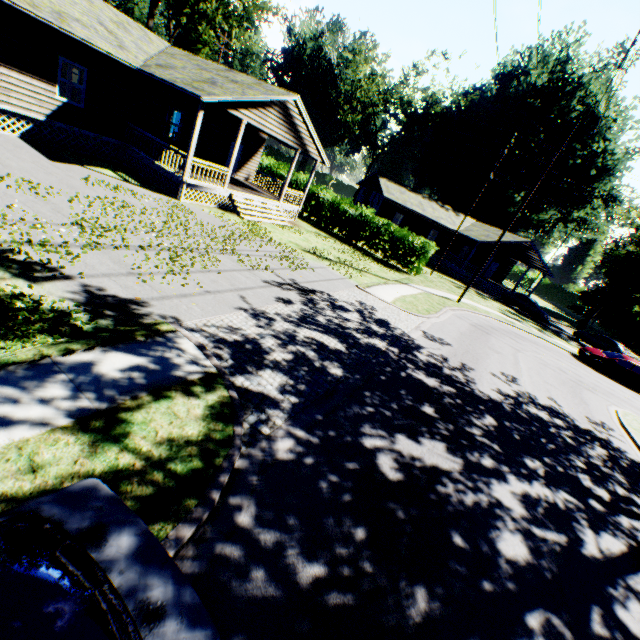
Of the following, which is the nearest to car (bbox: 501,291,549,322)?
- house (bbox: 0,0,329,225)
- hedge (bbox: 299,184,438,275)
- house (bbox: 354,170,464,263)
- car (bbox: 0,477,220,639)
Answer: house (bbox: 354,170,464,263)

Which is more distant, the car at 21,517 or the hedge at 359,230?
the hedge at 359,230

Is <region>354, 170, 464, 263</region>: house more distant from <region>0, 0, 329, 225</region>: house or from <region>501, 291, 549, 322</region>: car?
<region>0, 0, 329, 225</region>: house

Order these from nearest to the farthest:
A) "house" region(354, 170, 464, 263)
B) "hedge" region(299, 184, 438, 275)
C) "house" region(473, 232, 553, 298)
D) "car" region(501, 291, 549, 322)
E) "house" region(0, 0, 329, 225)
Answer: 1. "house" region(0, 0, 329, 225)
2. "hedge" region(299, 184, 438, 275)
3. "car" region(501, 291, 549, 322)
4. "house" region(473, 232, 553, 298)
5. "house" region(354, 170, 464, 263)

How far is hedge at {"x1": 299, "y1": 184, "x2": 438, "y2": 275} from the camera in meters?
23.9

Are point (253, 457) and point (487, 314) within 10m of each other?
no

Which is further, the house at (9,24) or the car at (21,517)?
the house at (9,24)

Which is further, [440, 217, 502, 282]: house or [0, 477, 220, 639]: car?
[440, 217, 502, 282]: house
